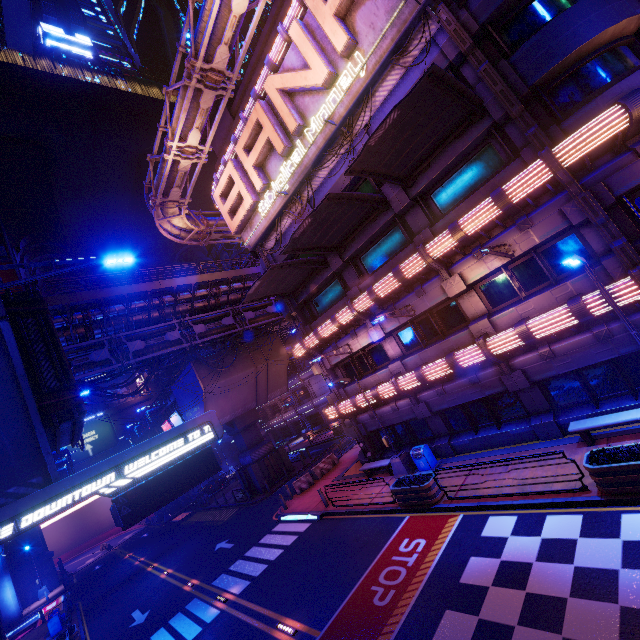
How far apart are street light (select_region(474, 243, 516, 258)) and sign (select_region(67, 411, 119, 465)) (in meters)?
56.27

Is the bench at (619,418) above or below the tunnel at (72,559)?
above

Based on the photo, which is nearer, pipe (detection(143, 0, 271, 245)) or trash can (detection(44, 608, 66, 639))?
pipe (detection(143, 0, 271, 245))

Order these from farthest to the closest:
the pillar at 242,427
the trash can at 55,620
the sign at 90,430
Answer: the sign at 90,430, the pillar at 242,427, the trash can at 55,620

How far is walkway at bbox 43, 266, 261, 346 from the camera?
21.19m

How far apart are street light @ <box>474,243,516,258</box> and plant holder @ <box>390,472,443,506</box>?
8.98m

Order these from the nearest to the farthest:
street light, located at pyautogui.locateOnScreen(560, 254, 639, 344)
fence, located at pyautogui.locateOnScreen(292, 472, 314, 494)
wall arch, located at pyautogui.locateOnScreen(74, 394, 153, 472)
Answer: street light, located at pyautogui.locateOnScreen(560, 254, 639, 344)
fence, located at pyautogui.locateOnScreen(292, 472, 314, 494)
wall arch, located at pyautogui.locateOnScreen(74, 394, 153, 472)

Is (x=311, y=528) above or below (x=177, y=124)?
below
